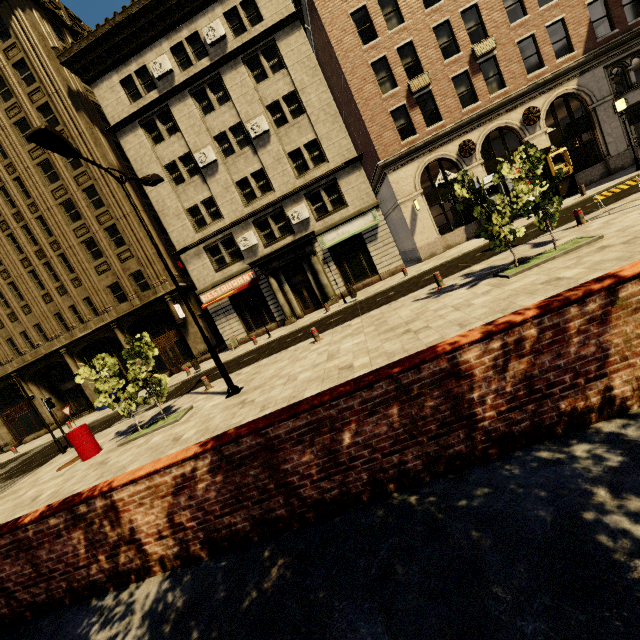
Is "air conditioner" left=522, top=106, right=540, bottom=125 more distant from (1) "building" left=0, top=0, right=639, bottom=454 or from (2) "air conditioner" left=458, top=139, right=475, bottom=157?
(2) "air conditioner" left=458, top=139, right=475, bottom=157

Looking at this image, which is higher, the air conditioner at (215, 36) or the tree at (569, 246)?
the air conditioner at (215, 36)

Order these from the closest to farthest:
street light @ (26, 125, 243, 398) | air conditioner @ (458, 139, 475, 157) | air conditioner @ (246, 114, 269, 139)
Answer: street light @ (26, 125, 243, 398)
air conditioner @ (458, 139, 475, 157)
air conditioner @ (246, 114, 269, 139)

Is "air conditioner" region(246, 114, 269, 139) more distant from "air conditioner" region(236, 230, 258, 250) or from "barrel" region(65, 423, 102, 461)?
"barrel" region(65, 423, 102, 461)

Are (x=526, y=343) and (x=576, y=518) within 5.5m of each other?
yes

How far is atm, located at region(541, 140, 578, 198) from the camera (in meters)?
18.69

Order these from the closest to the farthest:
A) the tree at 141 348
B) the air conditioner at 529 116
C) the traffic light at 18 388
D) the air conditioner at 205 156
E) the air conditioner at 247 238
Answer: the tree at 141 348 → the traffic light at 18 388 → the air conditioner at 529 116 → the air conditioner at 205 156 → the air conditioner at 247 238

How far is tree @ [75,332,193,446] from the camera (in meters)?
10.60
